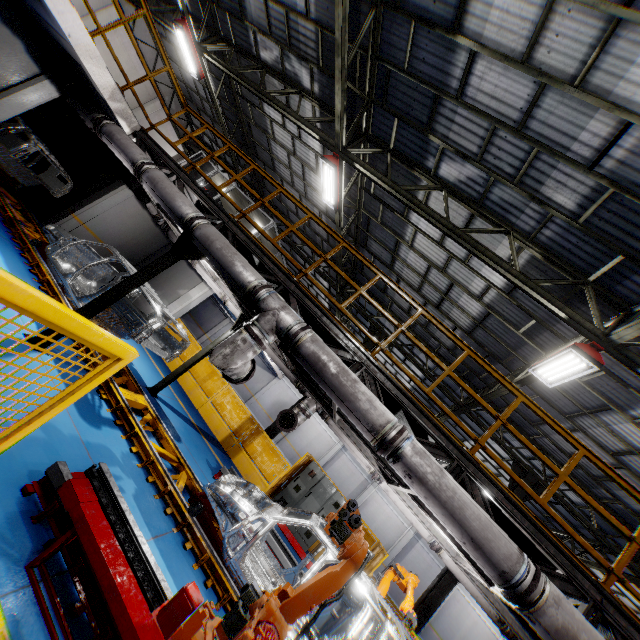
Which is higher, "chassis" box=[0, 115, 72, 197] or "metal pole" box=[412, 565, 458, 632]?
"metal pole" box=[412, 565, 458, 632]

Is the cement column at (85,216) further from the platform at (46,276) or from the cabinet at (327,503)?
the cabinet at (327,503)

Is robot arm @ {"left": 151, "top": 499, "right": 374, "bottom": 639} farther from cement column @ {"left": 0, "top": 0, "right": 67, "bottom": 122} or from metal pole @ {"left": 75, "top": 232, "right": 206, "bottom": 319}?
cement column @ {"left": 0, "top": 0, "right": 67, "bottom": 122}

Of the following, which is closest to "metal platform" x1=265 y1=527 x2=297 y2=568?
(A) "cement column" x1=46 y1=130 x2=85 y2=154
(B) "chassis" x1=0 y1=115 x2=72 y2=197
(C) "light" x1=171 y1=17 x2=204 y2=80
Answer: (B) "chassis" x1=0 y1=115 x2=72 y2=197

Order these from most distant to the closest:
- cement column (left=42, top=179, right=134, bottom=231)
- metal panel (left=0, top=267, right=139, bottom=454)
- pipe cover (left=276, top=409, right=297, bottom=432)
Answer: cement column (left=42, top=179, right=134, bottom=231)
pipe cover (left=276, top=409, right=297, bottom=432)
metal panel (left=0, top=267, right=139, bottom=454)

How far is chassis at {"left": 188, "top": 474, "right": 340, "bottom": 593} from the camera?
5.1 meters

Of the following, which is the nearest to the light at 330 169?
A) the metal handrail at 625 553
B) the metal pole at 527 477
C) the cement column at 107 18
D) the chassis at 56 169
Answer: the metal handrail at 625 553

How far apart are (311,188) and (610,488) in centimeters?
1535cm
